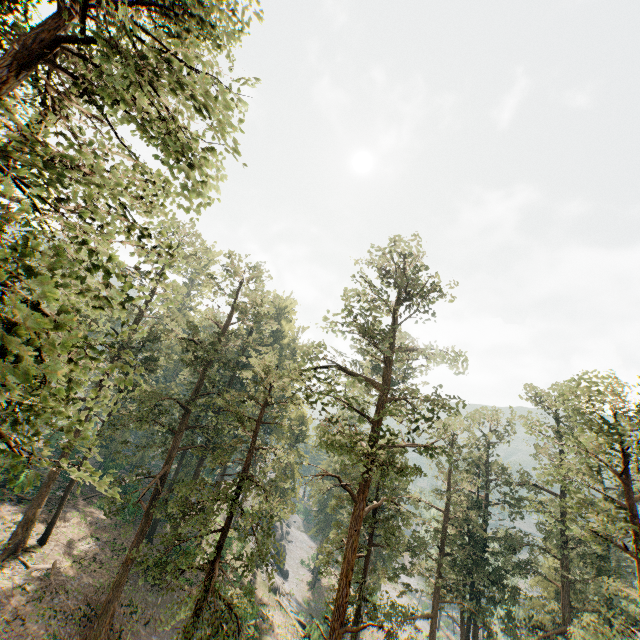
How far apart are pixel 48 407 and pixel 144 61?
12.2 meters
